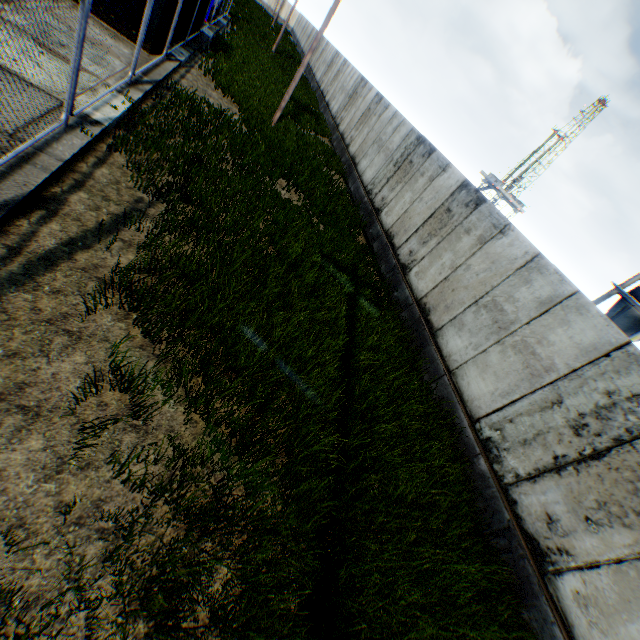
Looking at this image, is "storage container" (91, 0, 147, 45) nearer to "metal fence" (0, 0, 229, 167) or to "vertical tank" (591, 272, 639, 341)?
"metal fence" (0, 0, 229, 167)

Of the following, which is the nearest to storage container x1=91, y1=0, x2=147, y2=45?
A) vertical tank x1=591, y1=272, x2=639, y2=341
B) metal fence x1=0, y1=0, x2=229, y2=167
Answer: metal fence x1=0, y1=0, x2=229, y2=167

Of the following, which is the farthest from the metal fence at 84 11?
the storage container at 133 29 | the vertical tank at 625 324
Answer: the vertical tank at 625 324

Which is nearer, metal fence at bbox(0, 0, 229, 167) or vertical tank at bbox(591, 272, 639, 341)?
metal fence at bbox(0, 0, 229, 167)

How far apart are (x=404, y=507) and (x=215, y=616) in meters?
2.9 m

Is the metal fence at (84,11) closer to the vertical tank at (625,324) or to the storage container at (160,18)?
the storage container at (160,18)

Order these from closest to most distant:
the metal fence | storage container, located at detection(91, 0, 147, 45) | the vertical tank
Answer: the metal fence → storage container, located at detection(91, 0, 147, 45) → the vertical tank
